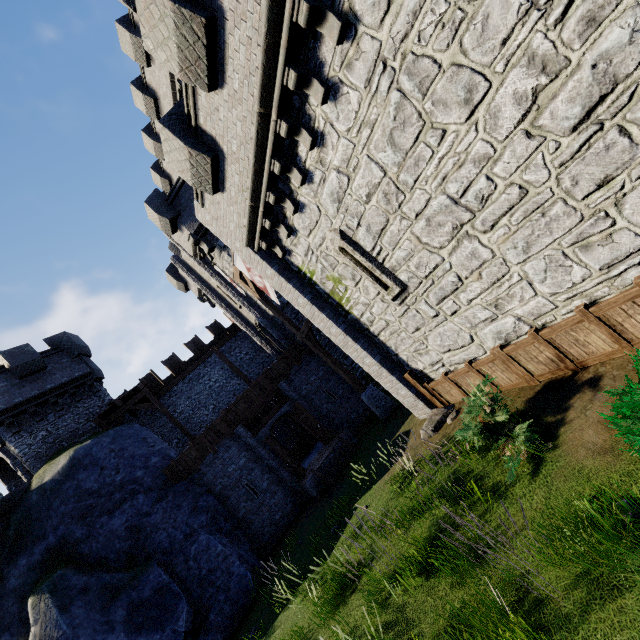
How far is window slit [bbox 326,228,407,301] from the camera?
8.1 meters

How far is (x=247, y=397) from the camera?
16.5 meters

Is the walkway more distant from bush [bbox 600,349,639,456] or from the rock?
bush [bbox 600,349,639,456]

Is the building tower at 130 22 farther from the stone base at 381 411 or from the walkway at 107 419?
the walkway at 107 419

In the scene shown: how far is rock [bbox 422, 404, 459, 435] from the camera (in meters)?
8.77

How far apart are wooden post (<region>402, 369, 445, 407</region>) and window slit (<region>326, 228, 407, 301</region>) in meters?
2.5

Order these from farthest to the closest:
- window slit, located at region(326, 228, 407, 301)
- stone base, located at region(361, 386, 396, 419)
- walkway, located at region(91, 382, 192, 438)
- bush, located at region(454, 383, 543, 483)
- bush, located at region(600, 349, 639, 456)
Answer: walkway, located at region(91, 382, 192, 438), stone base, located at region(361, 386, 396, 419), window slit, located at region(326, 228, 407, 301), bush, located at region(454, 383, 543, 483), bush, located at region(600, 349, 639, 456)

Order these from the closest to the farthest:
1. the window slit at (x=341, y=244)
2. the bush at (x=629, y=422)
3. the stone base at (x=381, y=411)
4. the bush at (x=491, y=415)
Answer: the bush at (x=629, y=422) < the bush at (x=491, y=415) < the window slit at (x=341, y=244) < the stone base at (x=381, y=411)
